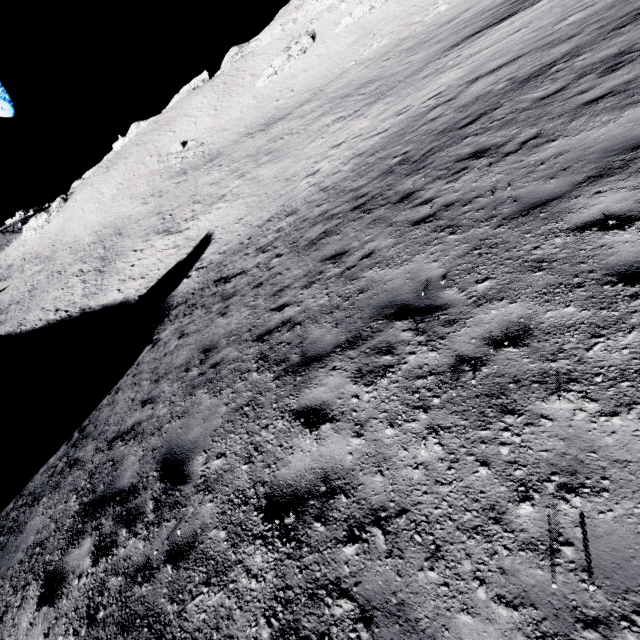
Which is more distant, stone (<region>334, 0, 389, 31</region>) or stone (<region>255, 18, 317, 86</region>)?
stone (<region>255, 18, 317, 86</region>)

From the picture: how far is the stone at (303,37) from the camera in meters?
54.4

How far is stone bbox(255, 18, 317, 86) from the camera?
54.38m

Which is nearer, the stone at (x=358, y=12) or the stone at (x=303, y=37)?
the stone at (x=358, y=12)

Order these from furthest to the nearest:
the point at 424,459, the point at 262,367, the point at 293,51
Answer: the point at 293,51
the point at 262,367
the point at 424,459
